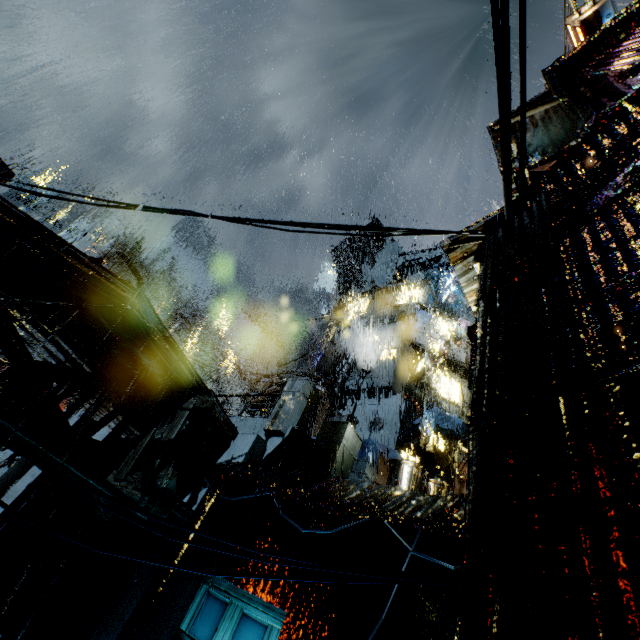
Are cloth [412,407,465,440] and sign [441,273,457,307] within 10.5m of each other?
no

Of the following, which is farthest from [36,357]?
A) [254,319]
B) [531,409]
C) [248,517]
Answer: [254,319]

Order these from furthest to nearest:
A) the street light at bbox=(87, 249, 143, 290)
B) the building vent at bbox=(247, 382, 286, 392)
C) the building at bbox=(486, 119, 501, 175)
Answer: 1. the building vent at bbox=(247, 382, 286, 392)
2. the street light at bbox=(87, 249, 143, 290)
3. the building at bbox=(486, 119, 501, 175)

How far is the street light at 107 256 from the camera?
14.8m

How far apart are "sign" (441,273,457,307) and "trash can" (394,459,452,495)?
20.88m

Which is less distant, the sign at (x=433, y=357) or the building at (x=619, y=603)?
the building at (x=619, y=603)

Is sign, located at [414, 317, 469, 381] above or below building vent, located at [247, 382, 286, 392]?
above

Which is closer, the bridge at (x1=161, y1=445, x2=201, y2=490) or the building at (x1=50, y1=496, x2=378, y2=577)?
the building at (x1=50, y1=496, x2=378, y2=577)
